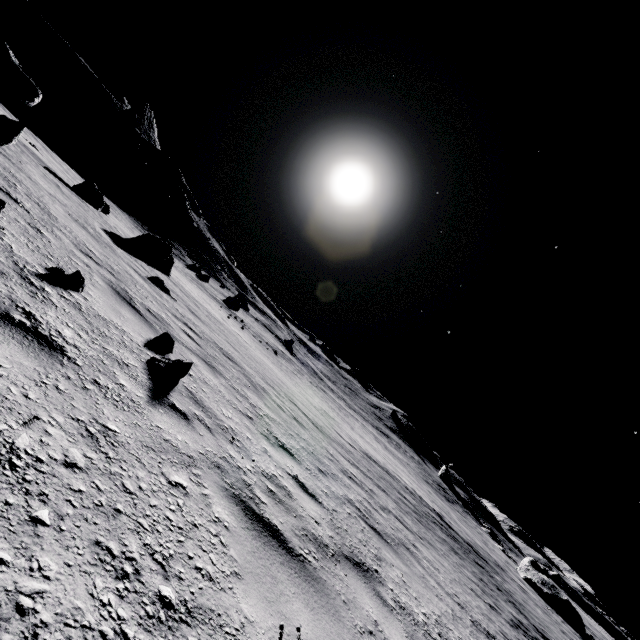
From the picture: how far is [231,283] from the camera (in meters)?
59.19

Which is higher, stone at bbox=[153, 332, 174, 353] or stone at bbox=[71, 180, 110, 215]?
stone at bbox=[153, 332, 174, 353]

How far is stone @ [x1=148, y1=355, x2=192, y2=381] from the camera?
3.6 meters

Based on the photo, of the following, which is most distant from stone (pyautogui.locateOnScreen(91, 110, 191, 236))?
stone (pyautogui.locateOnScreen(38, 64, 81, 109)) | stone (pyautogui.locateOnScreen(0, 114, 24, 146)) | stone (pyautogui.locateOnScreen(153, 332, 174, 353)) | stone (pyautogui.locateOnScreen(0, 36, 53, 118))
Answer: stone (pyautogui.locateOnScreen(153, 332, 174, 353))

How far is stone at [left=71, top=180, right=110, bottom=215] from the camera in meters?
14.4 m

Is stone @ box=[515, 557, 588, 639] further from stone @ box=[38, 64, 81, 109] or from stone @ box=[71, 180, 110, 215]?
stone @ box=[38, 64, 81, 109]

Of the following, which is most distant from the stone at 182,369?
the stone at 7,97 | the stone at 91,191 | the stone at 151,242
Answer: the stone at 7,97

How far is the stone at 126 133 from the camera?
50.9m
